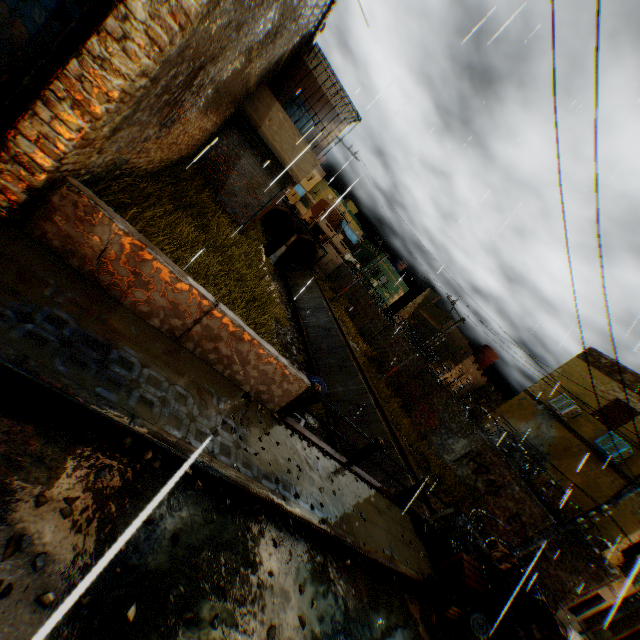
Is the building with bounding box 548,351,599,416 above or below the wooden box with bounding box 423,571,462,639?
above

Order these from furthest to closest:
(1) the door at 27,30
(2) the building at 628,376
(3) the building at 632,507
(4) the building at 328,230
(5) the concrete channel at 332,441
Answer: (4) the building at 328,230
(5) the concrete channel at 332,441
(2) the building at 628,376
(3) the building at 632,507
(1) the door at 27,30

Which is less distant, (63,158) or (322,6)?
(63,158)

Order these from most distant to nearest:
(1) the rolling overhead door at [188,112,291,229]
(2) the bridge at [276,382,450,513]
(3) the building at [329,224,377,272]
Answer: (3) the building at [329,224,377,272]
(1) the rolling overhead door at [188,112,291,229]
(2) the bridge at [276,382,450,513]

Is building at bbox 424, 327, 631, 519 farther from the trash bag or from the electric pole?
the electric pole

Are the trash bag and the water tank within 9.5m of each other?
no

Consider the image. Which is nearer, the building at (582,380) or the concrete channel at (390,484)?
the concrete channel at (390,484)

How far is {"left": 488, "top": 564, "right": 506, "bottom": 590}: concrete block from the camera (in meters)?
7.85
